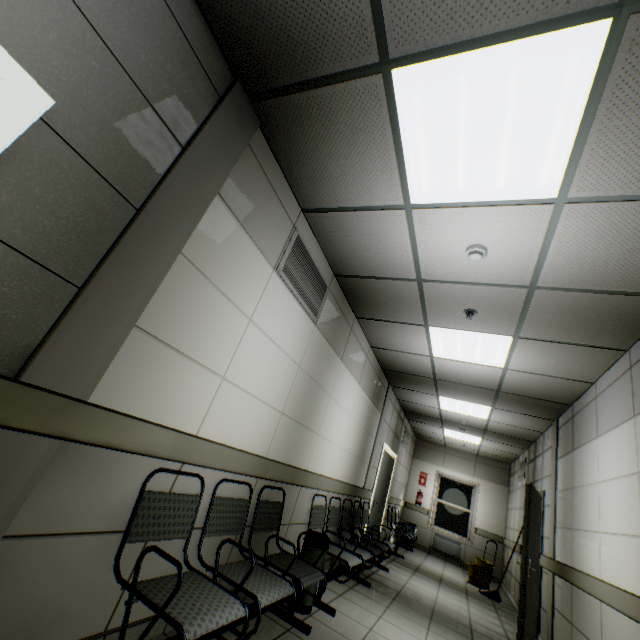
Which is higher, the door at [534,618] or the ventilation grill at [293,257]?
the ventilation grill at [293,257]

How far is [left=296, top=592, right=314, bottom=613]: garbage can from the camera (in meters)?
3.07

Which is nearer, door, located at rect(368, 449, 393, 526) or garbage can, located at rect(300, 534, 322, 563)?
garbage can, located at rect(300, 534, 322, 563)

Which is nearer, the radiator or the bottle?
the bottle

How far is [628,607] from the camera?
2.58m

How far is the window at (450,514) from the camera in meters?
10.2 m

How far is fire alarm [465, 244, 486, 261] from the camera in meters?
2.7 m

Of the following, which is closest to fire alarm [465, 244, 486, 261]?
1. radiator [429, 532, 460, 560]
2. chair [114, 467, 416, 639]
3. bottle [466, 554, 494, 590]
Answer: chair [114, 467, 416, 639]
